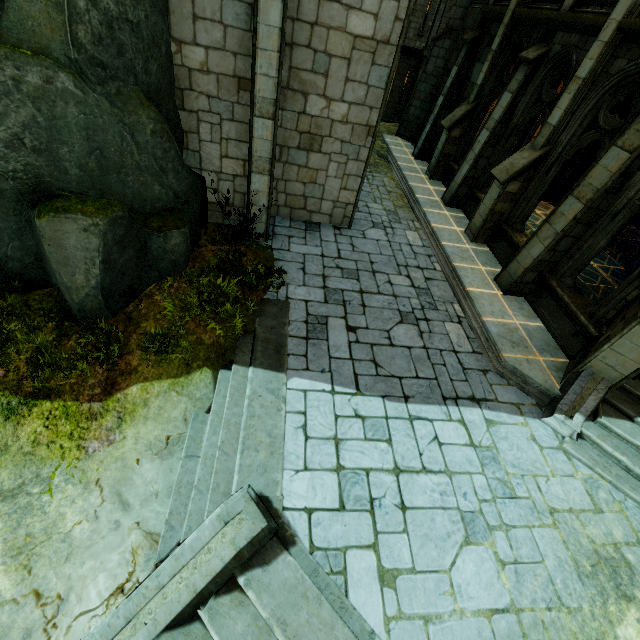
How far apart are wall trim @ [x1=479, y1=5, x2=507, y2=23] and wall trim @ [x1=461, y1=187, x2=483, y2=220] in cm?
537

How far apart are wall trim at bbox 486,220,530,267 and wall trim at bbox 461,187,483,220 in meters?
0.5 m

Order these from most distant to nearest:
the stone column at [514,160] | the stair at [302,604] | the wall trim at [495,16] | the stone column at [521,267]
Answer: the wall trim at [495,16] < the stone column at [514,160] < the stone column at [521,267] < the stair at [302,604]

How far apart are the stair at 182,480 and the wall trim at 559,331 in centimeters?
702cm

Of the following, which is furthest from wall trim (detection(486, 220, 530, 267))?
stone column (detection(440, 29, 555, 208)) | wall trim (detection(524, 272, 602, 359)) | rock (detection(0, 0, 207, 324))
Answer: rock (detection(0, 0, 207, 324))

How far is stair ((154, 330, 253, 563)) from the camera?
4.41m

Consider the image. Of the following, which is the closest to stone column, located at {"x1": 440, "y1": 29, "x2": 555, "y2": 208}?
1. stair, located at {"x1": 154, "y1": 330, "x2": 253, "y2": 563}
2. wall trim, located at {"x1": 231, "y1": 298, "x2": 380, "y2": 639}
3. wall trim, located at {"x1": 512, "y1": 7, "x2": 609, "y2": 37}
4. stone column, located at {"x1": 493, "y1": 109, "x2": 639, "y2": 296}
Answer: wall trim, located at {"x1": 512, "y1": 7, "x2": 609, "y2": 37}

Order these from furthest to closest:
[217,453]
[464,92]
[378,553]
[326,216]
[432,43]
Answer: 1. [432,43]
2. [464,92]
3. [326,216]
4. [217,453]
5. [378,553]
